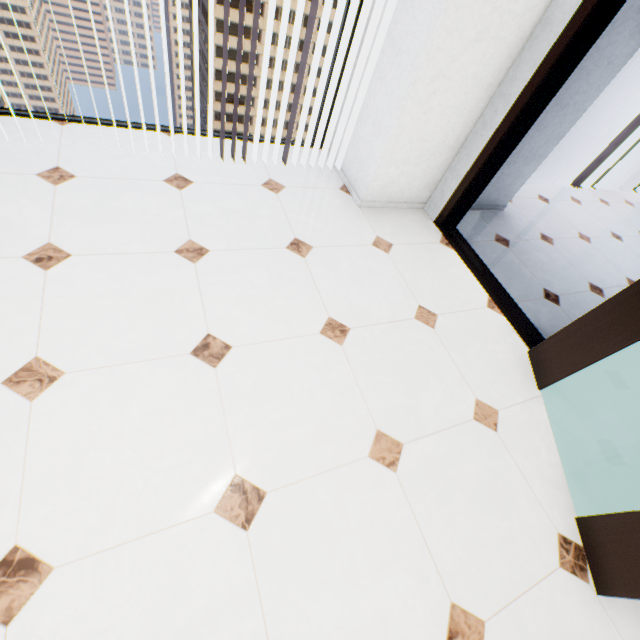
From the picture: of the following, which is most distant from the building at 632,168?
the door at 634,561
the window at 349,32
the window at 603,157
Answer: the door at 634,561

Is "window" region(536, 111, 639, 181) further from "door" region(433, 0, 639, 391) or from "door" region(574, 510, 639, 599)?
"door" region(574, 510, 639, 599)

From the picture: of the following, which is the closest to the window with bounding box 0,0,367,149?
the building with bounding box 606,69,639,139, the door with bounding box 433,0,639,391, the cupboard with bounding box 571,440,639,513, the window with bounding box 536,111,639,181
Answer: the door with bounding box 433,0,639,391

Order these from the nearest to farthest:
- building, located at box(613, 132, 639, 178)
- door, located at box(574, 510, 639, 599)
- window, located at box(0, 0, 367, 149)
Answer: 1. door, located at box(574, 510, 639, 599)
2. window, located at box(0, 0, 367, 149)
3. building, located at box(613, 132, 639, 178)

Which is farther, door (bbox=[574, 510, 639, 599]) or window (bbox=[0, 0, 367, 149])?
window (bbox=[0, 0, 367, 149])

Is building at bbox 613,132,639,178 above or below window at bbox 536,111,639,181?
below

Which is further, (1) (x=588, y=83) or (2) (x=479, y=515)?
(1) (x=588, y=83)

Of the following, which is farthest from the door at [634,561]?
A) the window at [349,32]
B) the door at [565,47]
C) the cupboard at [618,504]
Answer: the window at [349,32]
